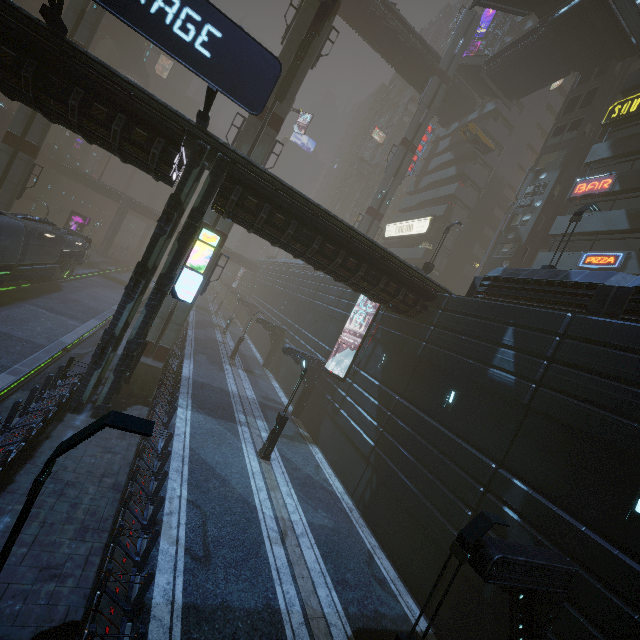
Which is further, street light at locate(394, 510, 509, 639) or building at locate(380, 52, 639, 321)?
building at locate(380, 52, 639, 321)

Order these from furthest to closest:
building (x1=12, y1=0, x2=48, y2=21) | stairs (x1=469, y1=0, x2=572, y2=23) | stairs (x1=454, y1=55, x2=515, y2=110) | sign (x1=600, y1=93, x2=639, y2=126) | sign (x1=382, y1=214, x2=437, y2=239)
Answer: building (x1=12, y1=0, x2=48, y2=21) → sign (x1=382, y1=214, x2=437, y2=239) → stairs (x1=454, y1=55, x2=515, y2=110) → stairs (x1=469, y1=0, x2=572, y2=23) → sign (x1=600, y1=93, x2=639, y2=126)

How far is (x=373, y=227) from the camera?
38.2m

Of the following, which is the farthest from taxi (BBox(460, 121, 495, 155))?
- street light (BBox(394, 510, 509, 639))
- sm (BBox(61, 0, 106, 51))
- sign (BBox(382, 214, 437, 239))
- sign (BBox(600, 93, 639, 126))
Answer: street light (BBox(394, 510, 509, 639))

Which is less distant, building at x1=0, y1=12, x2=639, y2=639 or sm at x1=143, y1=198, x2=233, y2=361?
building at x1=0, y1=12, x2=639, y2=639

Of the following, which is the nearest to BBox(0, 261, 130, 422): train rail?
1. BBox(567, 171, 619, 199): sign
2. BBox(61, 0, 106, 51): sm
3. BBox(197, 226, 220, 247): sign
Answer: BBox(61, 0, 106, 51): sm

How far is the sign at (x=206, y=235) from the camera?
13.4 meters

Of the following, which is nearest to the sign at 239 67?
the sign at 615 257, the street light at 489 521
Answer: the street light at 489 521
